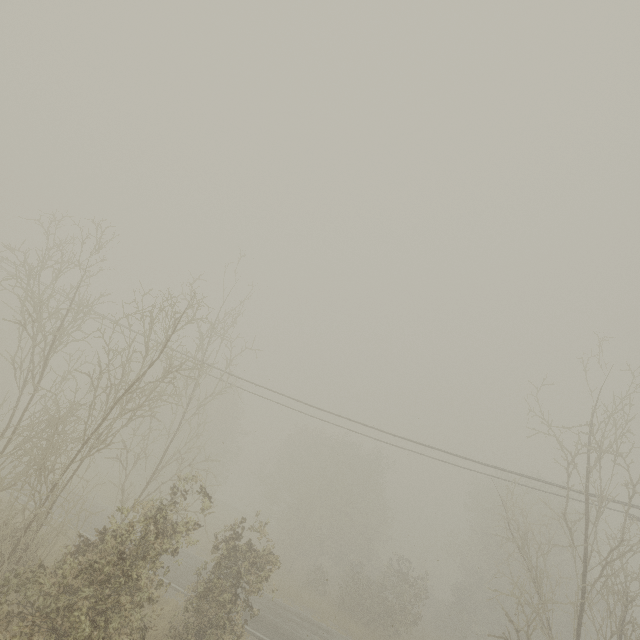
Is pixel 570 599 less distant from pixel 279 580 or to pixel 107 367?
pixel 279 580
